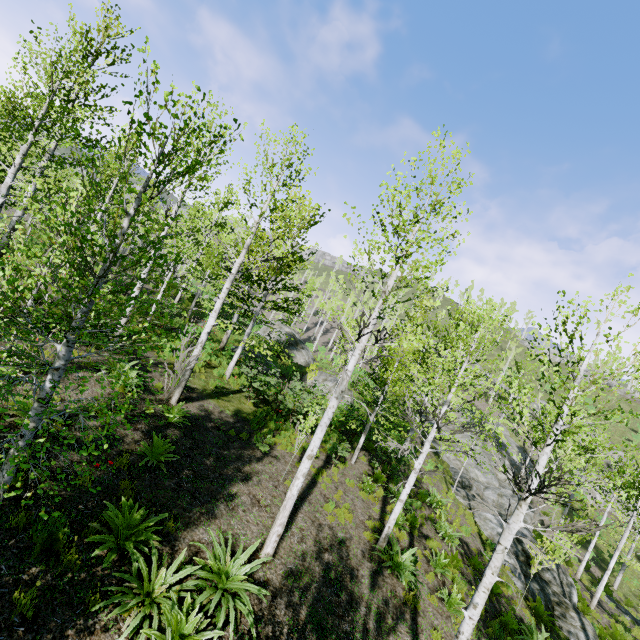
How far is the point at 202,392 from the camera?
12.2 meters

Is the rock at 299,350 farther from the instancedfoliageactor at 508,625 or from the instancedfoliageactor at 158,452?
the instancedfoliageactor at 508,625

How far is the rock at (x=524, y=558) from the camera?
14.1 meters

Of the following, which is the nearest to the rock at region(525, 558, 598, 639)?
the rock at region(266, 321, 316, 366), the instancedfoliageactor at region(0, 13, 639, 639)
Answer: the instancedfoliageactor at region(0, 13, 639, 639)

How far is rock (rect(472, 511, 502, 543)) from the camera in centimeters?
1655cm

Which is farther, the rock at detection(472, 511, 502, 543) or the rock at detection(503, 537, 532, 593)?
the rock at detection(472, 511, 502, 543)

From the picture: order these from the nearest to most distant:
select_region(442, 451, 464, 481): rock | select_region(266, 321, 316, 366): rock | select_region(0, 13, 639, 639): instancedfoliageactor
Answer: select_region(0, 13, 639, 639): instancedfoliageactor
select_region(442, 451, 464, 481): rock
select_region(266, 321, 316, 366): rock
